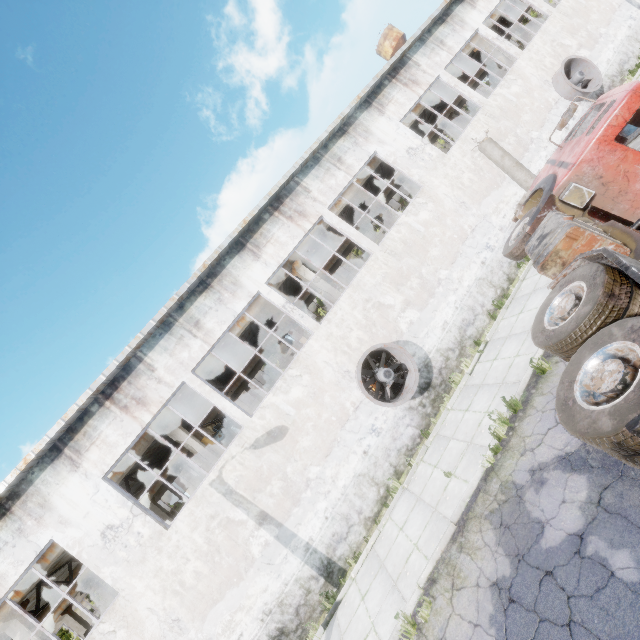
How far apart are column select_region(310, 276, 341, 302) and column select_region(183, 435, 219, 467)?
8.5 meters

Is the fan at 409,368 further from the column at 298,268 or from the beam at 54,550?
the beam at 54,550

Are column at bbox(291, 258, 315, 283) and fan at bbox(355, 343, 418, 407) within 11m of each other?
yes

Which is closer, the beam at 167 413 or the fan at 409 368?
the fan at 409 368

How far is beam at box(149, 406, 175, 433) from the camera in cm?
1316

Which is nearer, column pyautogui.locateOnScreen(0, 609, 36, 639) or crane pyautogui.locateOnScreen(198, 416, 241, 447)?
column pyautogui.locateOnScreen(0, 609, 36, 639)

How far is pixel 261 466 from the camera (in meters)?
10.63

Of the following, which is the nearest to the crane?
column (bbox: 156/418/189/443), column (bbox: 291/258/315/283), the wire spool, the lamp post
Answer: column (bbox: 156/418/189/443)
